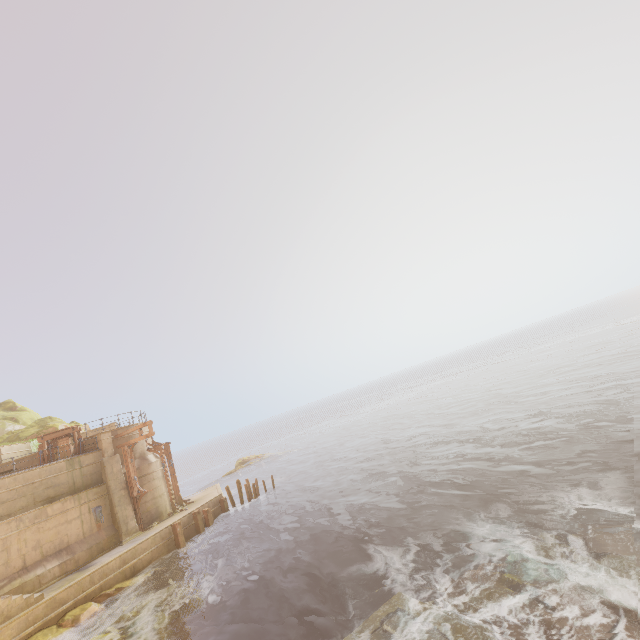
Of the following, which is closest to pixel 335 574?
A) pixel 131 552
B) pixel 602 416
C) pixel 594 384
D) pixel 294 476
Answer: pixel 131 552

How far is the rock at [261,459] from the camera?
45.2 meters

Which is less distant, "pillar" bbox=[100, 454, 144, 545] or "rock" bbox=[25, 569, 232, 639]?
"rock" bbox=[25, 569, 232, 639]

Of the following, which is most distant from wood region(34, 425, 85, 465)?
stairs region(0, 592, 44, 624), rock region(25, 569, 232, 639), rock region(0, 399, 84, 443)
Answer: rock region(0, 399, 84, 443)

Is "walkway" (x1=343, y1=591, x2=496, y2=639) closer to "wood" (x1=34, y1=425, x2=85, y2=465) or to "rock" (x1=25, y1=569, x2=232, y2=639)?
"rock" (x1=25, y1=569, x2=232, y2=639)

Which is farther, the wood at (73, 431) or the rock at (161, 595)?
the wood at (73, 431)

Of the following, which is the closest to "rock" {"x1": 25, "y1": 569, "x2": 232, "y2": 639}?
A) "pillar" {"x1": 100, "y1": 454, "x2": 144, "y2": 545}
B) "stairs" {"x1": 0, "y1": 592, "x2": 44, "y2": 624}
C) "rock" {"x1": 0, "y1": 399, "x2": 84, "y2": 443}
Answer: "stairs" {"x1": 0, "y1": 592, "x2": 44, "y2": 624}

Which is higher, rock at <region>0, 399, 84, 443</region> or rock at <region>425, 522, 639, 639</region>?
rock at <region>0, 399, 84, 443</region>
